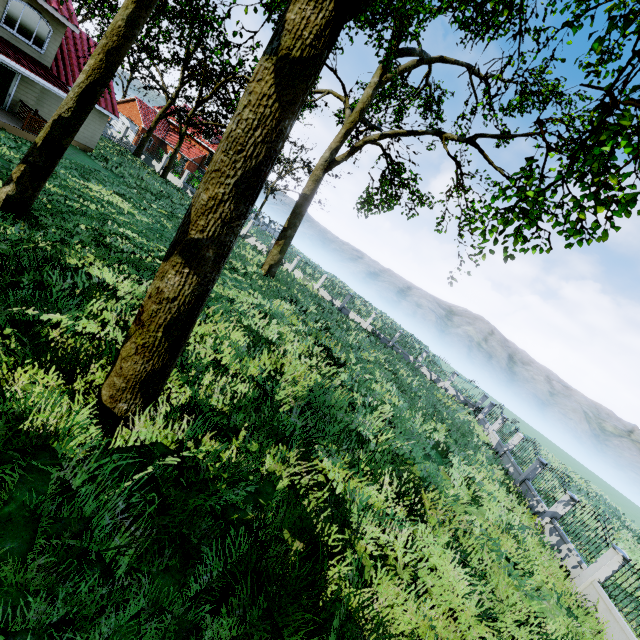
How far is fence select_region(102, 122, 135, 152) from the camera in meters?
34.6 m

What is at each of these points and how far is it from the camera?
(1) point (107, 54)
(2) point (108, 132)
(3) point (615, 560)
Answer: (1) tree, 9.0m
(2) fence, 37.6m
(3) fence, 10.9m

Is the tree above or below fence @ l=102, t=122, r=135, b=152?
above

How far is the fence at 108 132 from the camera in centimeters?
3456cm

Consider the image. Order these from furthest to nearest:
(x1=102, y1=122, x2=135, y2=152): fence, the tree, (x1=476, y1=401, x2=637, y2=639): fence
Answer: (x1=102, y1=122, x2=135, y2=152): fence, (x1=476, y1=401, x2=637, y2=639): fence, the tree

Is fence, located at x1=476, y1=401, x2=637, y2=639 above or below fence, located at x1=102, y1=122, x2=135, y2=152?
above

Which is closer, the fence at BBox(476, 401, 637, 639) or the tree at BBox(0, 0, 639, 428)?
the tree at BBox(0, 0, 639, 428)

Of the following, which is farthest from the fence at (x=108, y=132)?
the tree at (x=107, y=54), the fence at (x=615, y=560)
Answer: the fence at (x=615, y=560)
